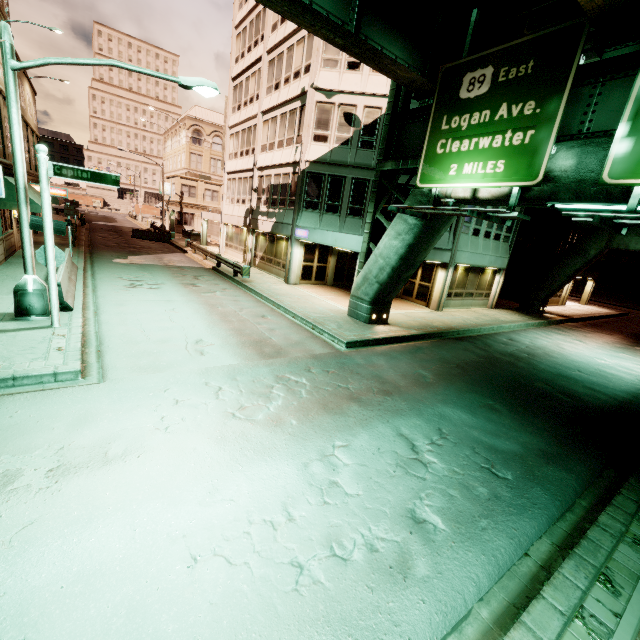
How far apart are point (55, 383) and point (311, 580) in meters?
6.7

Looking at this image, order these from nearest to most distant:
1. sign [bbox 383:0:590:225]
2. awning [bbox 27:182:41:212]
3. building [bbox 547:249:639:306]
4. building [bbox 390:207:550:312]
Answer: sign [bbox 383:0:590:225] < awning [bbox 27:182:41:212] < building [bbox 390:207:550:312] < building [bbox 547:249:639:306]

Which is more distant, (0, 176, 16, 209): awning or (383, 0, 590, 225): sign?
(0, 176, 16, 209): awning

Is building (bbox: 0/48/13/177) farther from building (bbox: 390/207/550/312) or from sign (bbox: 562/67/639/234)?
sign (bbox: 562/67/639/234)

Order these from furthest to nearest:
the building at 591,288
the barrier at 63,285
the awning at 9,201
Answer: the building at 591,288 < the awning at 9,201 < the barrier at 63,285

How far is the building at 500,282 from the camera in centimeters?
1917cm

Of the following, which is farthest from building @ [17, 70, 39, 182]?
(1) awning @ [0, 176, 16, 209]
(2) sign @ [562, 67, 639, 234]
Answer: (2) sign @ [562, 67, 639, 234]

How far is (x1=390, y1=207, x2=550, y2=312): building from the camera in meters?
19.2 m
